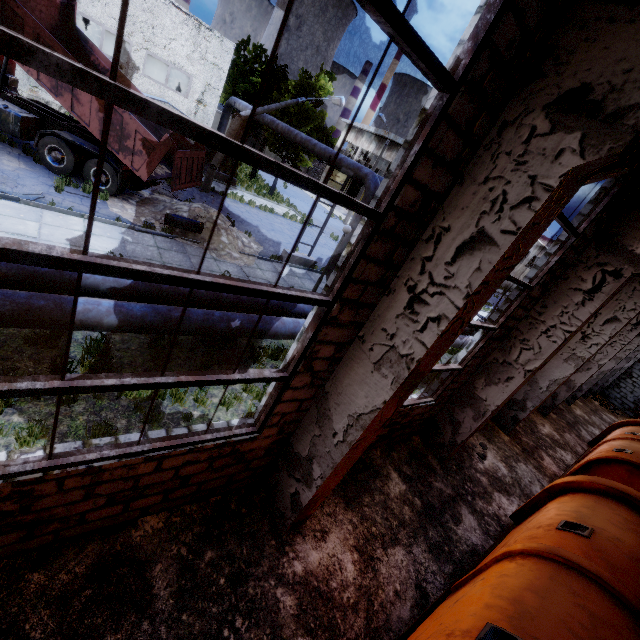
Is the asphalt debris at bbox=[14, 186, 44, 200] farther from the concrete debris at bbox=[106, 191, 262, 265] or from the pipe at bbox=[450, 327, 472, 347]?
the pipe at bbox=[450, 327, 472, 347]

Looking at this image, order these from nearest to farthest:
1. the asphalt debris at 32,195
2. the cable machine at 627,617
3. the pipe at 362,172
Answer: the cable machine at 627,617, the asphalt debris at 32,195, the pipe at 362,172

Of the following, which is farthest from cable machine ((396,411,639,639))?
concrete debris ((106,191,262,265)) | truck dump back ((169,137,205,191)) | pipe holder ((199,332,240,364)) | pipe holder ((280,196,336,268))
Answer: truck dump back ((169,137,205,191))

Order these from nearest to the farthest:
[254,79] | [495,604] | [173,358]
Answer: [495,604]
[173,358]
[254,79]

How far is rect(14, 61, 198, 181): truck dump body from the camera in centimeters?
1039cm

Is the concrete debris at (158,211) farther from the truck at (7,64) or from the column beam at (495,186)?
the column beam at (495,186)

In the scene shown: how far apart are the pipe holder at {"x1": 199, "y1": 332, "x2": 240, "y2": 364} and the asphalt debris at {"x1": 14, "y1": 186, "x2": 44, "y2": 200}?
6.4 meters

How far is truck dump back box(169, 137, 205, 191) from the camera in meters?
11.3 m
